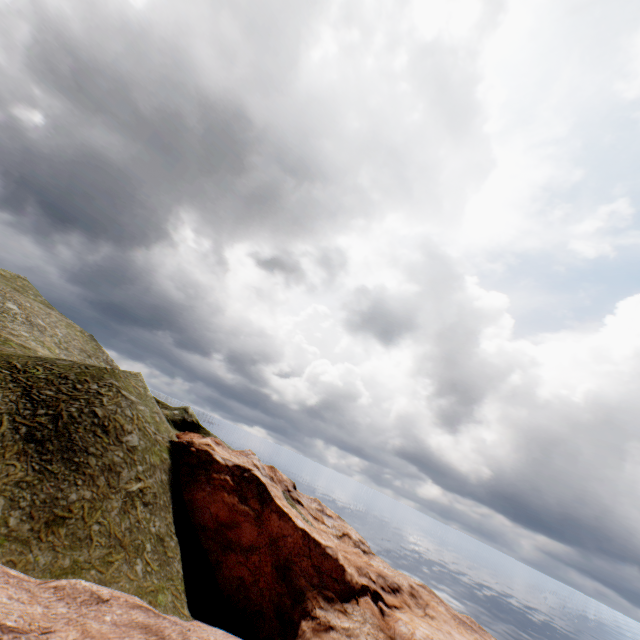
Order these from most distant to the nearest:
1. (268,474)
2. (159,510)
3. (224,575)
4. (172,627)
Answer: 1. (268,474)
2. (224,575)
3. (159,510)
4. (172,627)
